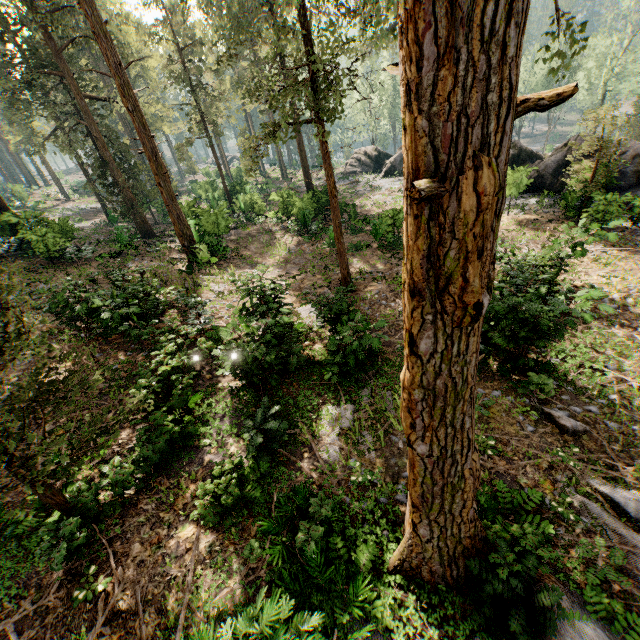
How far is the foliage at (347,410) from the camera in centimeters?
880cm

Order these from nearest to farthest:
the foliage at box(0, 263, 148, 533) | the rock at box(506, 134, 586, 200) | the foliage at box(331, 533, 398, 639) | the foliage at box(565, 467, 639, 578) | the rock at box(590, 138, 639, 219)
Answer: the foliage at box(0, 263, 148, 533) → the foliage at box(331, 533, 398, 639) → the foliage at box(565, 467, 639, 578) → the rock at box(590, 138, 639, 219) → the rock at box(506, 134, 586, 200)

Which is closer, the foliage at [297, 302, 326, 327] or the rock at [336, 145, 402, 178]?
the foliage at [297, 302, 326, 327]

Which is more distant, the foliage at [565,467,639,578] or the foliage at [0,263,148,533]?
the foliage at [565,467,639,578]

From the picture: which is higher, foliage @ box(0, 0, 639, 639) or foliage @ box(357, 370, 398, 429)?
foliage @ box(0, 0, 639, 639)

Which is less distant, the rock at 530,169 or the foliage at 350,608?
the foliage at 350,608

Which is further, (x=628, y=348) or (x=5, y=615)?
(x=628, y=348)

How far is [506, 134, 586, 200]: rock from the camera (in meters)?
19.72
